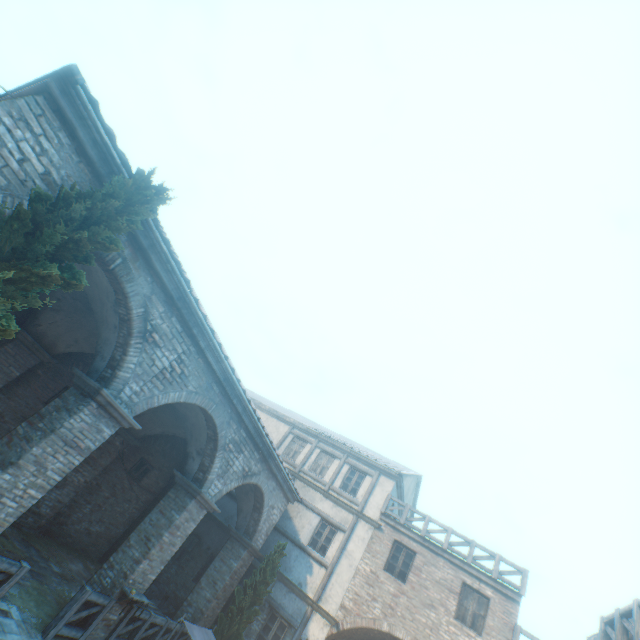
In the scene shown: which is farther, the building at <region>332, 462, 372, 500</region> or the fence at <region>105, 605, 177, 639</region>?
the building at <region>332, 462, 372, 500</region>

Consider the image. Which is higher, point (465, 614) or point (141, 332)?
point (465, 614)

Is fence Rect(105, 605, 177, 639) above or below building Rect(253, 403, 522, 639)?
below

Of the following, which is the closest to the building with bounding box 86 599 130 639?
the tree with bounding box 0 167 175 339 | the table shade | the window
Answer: the tree with bounding box 0 167 175 339

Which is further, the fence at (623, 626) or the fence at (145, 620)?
the fence at (145, 620)

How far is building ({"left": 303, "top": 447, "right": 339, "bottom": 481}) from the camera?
17.84m

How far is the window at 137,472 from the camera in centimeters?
1406cm

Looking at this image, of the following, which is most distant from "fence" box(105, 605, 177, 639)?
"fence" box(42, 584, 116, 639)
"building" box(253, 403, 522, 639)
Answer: "fence" box(42, 584, 116, 639)
